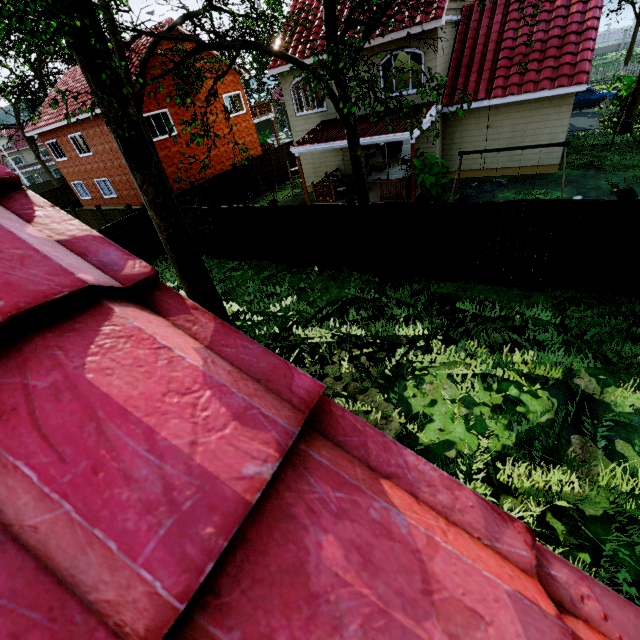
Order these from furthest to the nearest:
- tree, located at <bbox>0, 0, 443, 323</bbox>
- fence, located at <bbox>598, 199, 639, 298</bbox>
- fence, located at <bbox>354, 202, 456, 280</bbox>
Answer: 1. fence, located at <bbox>354, 202, 456, 280</bbox>
2. fence, located at <bbox>598, 199, 639, 298</bbox>
3. tree, located at <bbox>0, 0, 443, 323</bbox>

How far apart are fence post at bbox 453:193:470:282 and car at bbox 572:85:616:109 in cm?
2319

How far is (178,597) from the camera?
0.40m

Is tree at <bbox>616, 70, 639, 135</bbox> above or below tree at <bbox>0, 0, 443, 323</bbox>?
below

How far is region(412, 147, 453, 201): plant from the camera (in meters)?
12.66

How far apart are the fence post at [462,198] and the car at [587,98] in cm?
2319

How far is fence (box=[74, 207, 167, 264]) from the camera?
14.22m

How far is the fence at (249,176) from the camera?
19.8 meters
